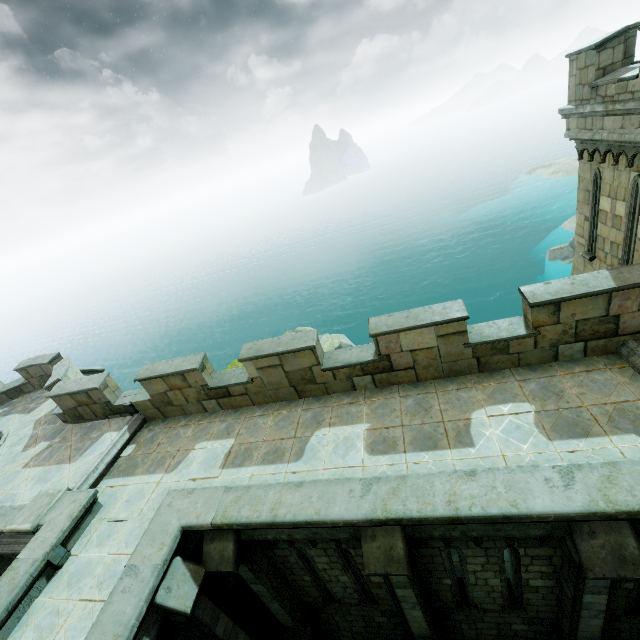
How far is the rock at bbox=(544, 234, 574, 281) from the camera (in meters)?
40.34

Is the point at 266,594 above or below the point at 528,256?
above

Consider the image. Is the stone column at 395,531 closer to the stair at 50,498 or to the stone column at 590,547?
the stone column at 590,547

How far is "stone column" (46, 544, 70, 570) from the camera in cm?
705

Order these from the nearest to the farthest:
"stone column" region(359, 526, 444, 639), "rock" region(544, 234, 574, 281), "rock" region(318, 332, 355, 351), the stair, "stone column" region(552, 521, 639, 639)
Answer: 1. "stone column" region(552, 521, 639, 639)
2. "stone column" region(359, 526, 444, 639)
3. the stair
4. "rock" region(318, 332, 355, 351)
5. "rock" region(544, 234, 574, 281)

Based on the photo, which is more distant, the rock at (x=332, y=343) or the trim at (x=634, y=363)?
the rock at (x=332, y=343)

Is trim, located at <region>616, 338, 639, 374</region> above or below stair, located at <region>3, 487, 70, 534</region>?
below

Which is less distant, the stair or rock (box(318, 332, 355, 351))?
the stair
